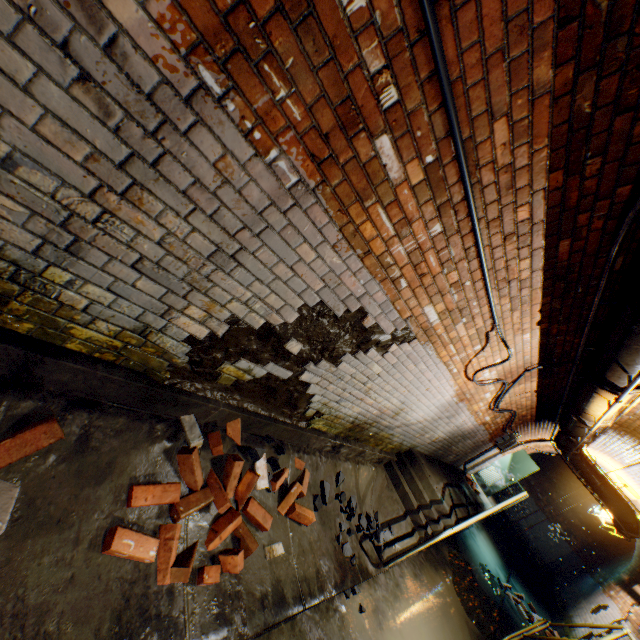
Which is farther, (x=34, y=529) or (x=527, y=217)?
(x=527, y=217)

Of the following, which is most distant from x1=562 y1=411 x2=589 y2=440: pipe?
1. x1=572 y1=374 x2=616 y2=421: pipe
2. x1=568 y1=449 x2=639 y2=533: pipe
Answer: x1=568 y1=449 x2=639 y2=533: pipe

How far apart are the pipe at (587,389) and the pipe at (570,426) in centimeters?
21cm

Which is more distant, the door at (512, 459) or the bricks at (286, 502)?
the door at (512, 459)

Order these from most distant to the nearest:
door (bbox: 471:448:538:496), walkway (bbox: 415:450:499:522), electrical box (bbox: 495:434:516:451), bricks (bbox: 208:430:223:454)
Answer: door (bbox: 471:448:538:496)
electrical box (bbox: 495:434:516:451)
walkway (bbox: 415:450:499:522)
bricks (bbox: 208:430:223:454)

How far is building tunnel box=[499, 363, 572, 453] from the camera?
5.1m

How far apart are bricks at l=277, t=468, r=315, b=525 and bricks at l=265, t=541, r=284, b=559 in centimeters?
18cm

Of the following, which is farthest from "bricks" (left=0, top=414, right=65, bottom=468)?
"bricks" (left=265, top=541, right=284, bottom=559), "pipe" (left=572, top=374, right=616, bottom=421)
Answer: "pipe" (left=572, top=374, right=616, bottom=421)
